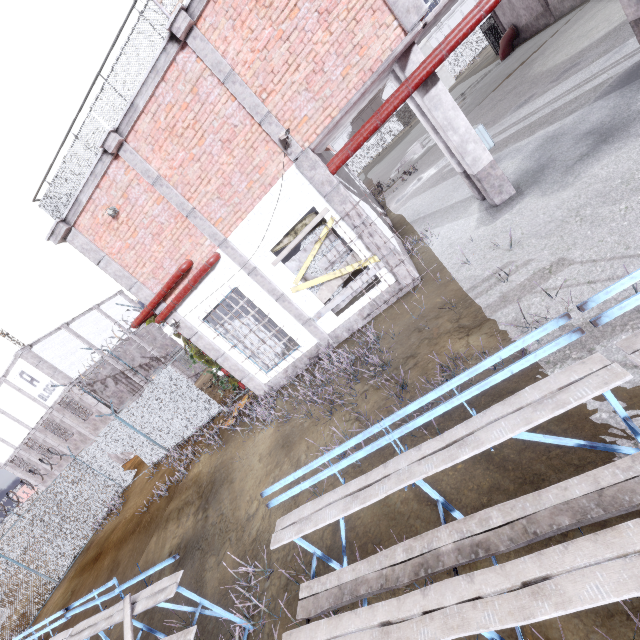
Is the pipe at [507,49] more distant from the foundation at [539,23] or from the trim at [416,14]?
the trim at [416,14]

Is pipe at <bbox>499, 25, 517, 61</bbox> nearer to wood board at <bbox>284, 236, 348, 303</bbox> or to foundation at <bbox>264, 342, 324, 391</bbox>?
wood board at <bbox>284, 236, 348, 303</bbox>

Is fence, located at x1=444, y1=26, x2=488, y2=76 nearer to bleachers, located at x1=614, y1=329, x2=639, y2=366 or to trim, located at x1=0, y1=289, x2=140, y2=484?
trim, located at x1=0, y1=289, x2=140, y2=484

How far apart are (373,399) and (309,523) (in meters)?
3.25

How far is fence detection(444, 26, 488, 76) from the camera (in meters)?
50.44

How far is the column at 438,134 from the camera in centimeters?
697cm

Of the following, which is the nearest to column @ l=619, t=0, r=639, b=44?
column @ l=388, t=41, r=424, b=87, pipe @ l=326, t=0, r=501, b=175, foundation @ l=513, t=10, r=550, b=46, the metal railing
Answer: pipe @ l=326, t=0, r=501, b=175

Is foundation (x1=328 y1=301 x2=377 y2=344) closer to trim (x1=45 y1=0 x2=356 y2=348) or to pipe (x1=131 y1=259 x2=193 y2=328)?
trim (x1=45 y1=0 x2=356 y2=348)
